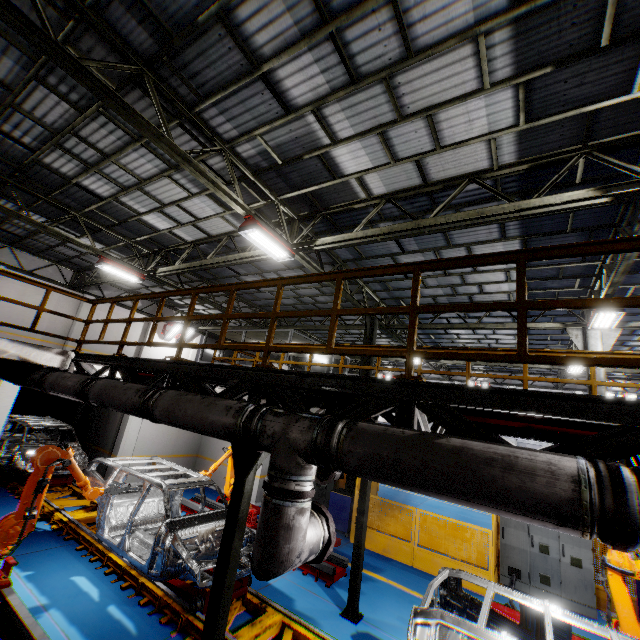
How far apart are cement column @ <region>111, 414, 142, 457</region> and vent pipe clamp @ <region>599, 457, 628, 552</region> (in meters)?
13.49

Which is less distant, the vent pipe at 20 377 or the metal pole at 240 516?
the metal pole at 240 516

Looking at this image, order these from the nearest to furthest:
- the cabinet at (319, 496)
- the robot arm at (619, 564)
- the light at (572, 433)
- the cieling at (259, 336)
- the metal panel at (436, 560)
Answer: the light at (572, 433), the robot arm at (619, 564), the metal panel at (436, 560), the cabinet at (319, 496), the cieling at (259, 336)

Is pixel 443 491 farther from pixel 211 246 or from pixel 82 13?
pixel 211 246

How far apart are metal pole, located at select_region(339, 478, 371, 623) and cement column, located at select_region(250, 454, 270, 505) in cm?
612

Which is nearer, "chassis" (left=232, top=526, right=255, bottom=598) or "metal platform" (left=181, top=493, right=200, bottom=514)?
"chassis" (left=232, top=526, right=255, bottom=598)

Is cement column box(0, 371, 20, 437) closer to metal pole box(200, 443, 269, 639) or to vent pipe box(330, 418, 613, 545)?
vent pipe box(330, 418, 613, 545)

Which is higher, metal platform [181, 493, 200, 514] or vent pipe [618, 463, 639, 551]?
vent pipe [618, 463, 639, 551]
